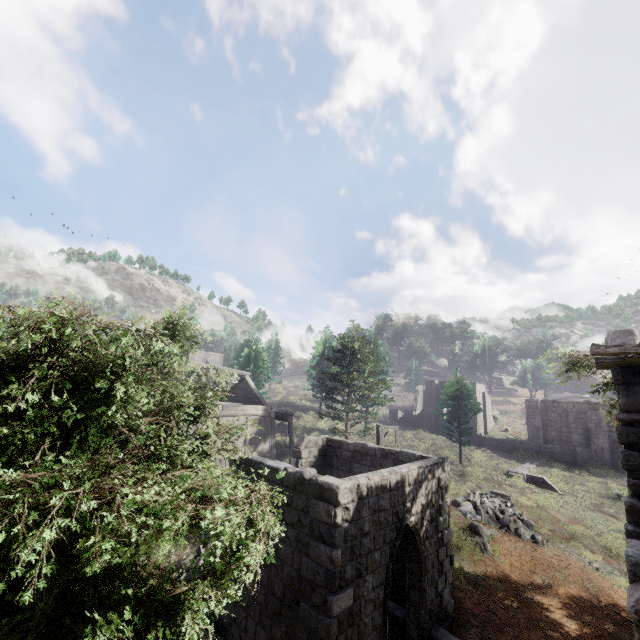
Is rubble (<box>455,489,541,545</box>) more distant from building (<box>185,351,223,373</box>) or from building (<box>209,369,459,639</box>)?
building (<box>185,351,223,373</box>)

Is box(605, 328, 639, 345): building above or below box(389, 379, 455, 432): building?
above

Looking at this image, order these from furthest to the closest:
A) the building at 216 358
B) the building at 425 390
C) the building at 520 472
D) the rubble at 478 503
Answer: the building at 425 390, the building at 216 358, the building at 520 472, the rubble at 478 503

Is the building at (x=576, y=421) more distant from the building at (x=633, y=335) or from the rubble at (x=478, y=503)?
the rubble at (x=478, y=503)

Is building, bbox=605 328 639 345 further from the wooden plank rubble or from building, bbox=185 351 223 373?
building, bbox=185 351 223 373

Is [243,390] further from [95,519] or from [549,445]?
[549,445]

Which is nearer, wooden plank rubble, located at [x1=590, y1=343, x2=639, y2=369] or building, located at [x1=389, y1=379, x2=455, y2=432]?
wooden plank rubble, located at [x1=590, y1=343, x2=639, y2=369]

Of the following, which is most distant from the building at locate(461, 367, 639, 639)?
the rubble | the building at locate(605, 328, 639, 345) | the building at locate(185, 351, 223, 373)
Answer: the building at locate(185, 351, 223, 373)
